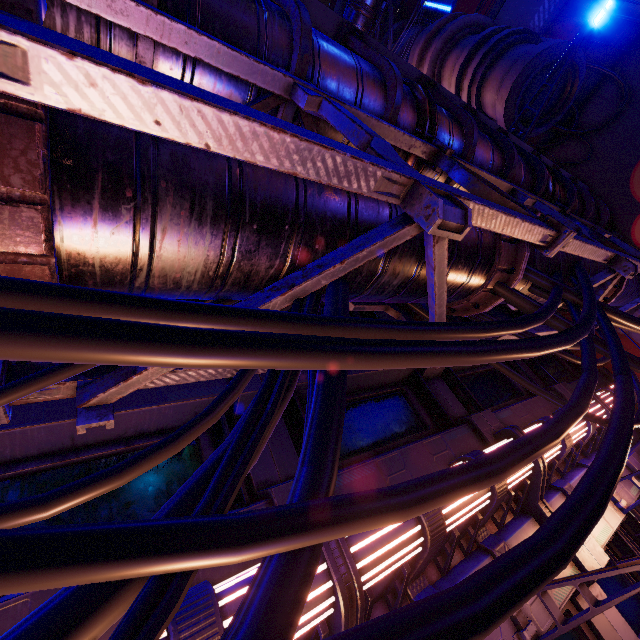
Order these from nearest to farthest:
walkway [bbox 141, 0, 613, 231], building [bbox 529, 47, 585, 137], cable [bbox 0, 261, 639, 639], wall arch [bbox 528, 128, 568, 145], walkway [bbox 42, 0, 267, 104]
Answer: cable [bbox 0, 261, 639, 639] → walkway [bbox 42, 0, 267, 104] → walkway [bbox 141, 0, 613, 231] → building [bbox 529, 47, 585, 137] → wall arch [bbox 528, 128, 568, 145]

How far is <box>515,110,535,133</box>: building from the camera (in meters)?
10.82

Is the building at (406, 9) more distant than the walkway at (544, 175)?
Yes

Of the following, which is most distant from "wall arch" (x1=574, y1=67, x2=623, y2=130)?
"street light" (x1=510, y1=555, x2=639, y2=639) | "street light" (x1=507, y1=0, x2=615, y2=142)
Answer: "street light" (x1=510, y1=555, x2=639, y2=639)

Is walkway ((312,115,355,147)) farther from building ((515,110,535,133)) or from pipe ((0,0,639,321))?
building ((515,110,535,133))

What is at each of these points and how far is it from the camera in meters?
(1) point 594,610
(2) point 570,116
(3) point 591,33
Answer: (1) street light, 3.8
(2) wall arch, 12.4
(3) walkway, 13.5

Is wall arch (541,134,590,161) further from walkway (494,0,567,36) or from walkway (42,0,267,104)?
walkway (494,0,567,36)

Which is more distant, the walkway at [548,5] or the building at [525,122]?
the walkway at [548,5]
